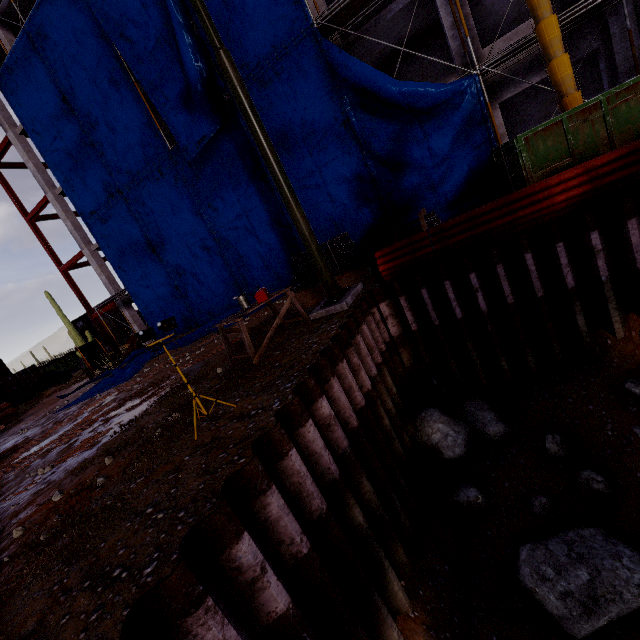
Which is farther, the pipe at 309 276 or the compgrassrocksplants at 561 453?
the pipe at 309 276

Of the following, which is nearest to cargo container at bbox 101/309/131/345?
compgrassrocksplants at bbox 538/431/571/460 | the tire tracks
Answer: the tire tracks

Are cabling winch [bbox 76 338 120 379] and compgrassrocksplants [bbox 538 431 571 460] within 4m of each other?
no

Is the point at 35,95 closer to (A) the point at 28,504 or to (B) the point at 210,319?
(B) the point at 210,319

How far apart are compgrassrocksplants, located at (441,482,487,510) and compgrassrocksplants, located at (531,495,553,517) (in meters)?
0.72

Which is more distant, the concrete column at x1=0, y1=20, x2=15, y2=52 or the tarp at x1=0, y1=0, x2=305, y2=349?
the concrete column at x1=0, y1=20, x2=15, y2=52

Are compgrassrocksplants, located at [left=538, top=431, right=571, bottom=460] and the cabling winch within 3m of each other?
no

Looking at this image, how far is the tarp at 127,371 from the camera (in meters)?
12.42
